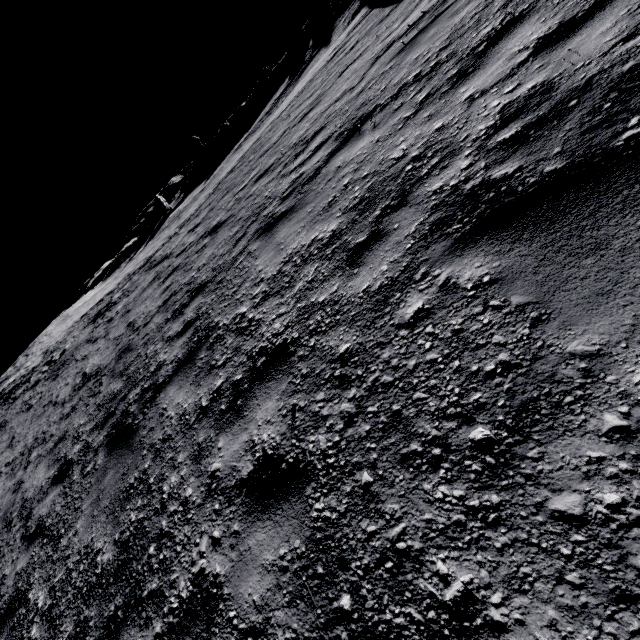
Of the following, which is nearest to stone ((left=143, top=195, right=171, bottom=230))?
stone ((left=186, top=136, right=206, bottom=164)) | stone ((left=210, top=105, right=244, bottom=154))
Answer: stone ((left=186, top=136, right=206, bottom=164))

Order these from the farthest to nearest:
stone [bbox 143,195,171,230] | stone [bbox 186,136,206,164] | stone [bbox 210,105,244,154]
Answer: stone [bbox 186,136,206,164] < stone [bbox 210,105,244,154] < stone [bbox 143,195,171,230]

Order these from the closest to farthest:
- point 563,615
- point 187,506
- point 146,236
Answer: point 563,615
point 187,506
point 146,236

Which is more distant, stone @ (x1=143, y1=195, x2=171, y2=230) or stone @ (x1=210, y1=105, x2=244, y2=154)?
stone @ (x1=210, y1=105, x2=244, y2=154)

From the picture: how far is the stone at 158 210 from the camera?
42.47m

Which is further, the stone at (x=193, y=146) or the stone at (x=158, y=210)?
the stone at (x=193, y=146)

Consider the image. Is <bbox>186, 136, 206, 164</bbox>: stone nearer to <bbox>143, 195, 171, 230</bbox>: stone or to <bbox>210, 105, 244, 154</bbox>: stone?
<bbox>210, 105, 244, 154</bbox>: stone
